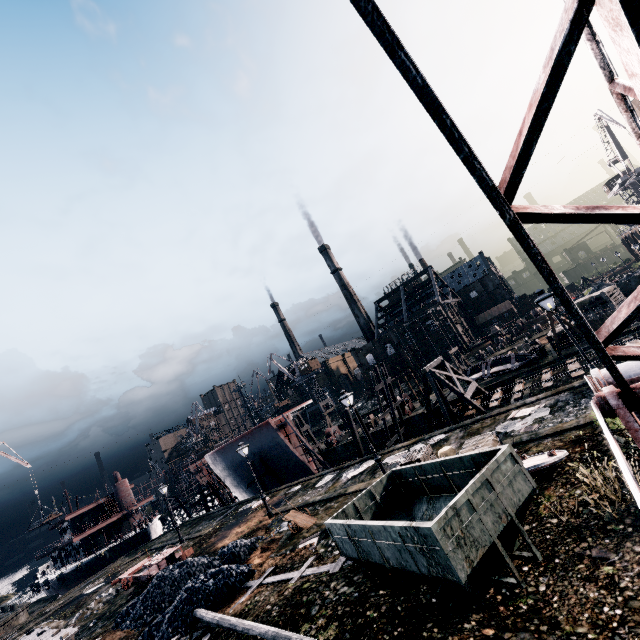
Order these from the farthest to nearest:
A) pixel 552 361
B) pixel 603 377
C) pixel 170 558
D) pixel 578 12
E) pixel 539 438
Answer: pixel 552 361, pixel 170 558, pixel 539 438, pixel 603 377, pixel 578 12

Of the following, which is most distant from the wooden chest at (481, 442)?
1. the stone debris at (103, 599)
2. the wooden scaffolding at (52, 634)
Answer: the stone debris at (103, 599)

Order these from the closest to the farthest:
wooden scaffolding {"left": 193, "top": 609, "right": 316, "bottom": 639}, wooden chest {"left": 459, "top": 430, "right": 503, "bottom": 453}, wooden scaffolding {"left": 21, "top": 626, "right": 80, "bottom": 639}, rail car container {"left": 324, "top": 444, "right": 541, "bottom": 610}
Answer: rail car container {"left": 324, "top": 444, "right": 541, "bottom": 610} < wooden scaffolding {"left": 193, "top": 609, "right": 316, "bottom": 639} < wooden chest {"left": 459, "top": 430, "right": 503, "bottom": 453} < wooden scaffolding {"left": 21, "top": 626, "right": 80, "bottom": 639}

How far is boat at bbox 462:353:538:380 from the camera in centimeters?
3142cm

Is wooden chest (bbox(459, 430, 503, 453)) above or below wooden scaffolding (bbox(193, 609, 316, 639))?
above

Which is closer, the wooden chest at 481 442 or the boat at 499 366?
the wooden chest at 481 442

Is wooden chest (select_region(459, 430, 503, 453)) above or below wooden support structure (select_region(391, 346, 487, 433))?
below

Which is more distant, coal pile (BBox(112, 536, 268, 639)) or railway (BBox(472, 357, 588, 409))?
railway (BBox(472, 357, 588, 409))
